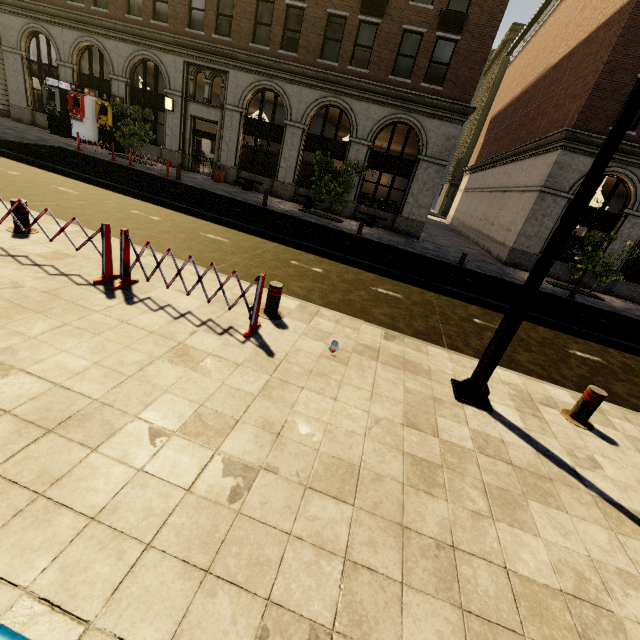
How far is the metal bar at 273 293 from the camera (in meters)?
5.15

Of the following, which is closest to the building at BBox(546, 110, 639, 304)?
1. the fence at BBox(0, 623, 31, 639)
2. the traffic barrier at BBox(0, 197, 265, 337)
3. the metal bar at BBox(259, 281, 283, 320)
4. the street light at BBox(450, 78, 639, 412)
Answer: the street light at BBox(450, 78, 639, 412)

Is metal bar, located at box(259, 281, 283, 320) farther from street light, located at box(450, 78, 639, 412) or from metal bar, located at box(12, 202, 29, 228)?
metal bar, located at box(12, 202, 29, 228)

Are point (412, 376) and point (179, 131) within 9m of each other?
no

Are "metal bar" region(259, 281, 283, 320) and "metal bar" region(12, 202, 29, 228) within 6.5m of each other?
yes

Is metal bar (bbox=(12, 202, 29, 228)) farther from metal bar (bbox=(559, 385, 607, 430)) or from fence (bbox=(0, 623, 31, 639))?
metal bar (bbox=(559, 385, 607, 430))

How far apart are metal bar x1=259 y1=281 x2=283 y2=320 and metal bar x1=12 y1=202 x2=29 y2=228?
4.6m

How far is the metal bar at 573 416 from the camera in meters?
4.5
